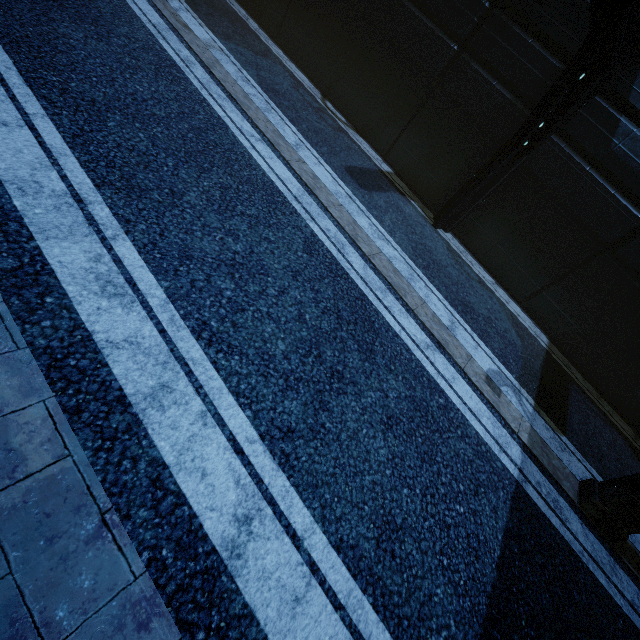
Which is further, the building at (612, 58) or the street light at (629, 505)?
the building at (612, 58)

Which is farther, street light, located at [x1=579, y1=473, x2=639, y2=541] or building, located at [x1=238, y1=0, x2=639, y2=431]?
building, located at [x1=238, y1=0, x2=639, y2=431]

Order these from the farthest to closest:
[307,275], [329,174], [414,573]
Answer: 1. [329,174]
2. [307,275]
3. [414,573]
